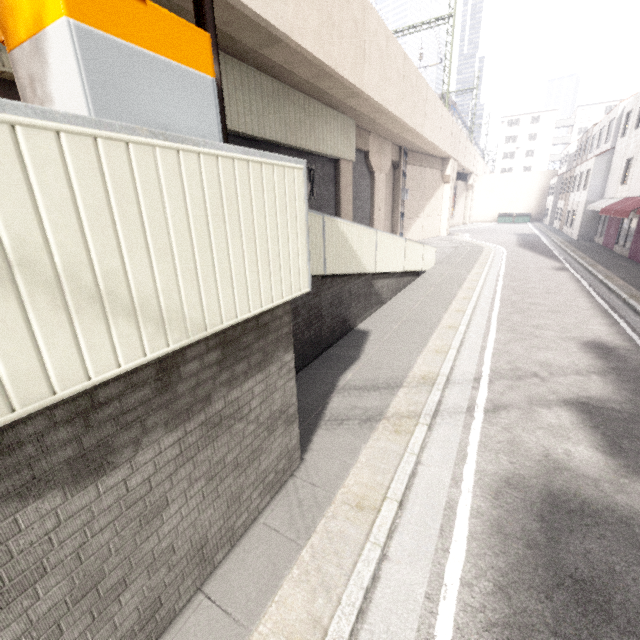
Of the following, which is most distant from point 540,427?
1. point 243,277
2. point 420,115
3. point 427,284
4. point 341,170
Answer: point 420,115

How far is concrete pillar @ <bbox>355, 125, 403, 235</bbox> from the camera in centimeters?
1805cm

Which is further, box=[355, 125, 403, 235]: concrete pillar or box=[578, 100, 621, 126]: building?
box=[578, 100, 621, 126]: building

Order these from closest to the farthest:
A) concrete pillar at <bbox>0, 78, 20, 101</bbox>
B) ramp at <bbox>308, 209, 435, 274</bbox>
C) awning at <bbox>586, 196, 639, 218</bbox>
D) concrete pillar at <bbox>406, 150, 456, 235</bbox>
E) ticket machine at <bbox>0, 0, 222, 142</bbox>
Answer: ticket machine at <bbox>0, 0, 222, 142</bbox>, concrete pillar at <bbox>0, 78, 20, 101</bbox>, ramp at <bbox>308, 209, 435, 274</bbox>, awning at <bbox>586, 196, 639, 218</bbox>, concrete pillar at <bbox>406, 150, 456, 235</bbox>

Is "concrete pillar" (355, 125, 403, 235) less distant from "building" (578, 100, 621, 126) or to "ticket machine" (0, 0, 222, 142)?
"ticket machine" (0, 0, 222, 142)

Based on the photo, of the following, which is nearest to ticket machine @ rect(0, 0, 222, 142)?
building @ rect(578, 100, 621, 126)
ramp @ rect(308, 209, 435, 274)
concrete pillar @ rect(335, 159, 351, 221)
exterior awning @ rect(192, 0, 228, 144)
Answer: exterior awning @ rect(192, 0, 228, 144)

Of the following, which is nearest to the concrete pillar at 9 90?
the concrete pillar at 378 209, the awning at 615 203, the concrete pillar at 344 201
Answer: the concrete pillar at 344 201

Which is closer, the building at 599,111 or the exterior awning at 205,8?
the exterior awning at 205,8
